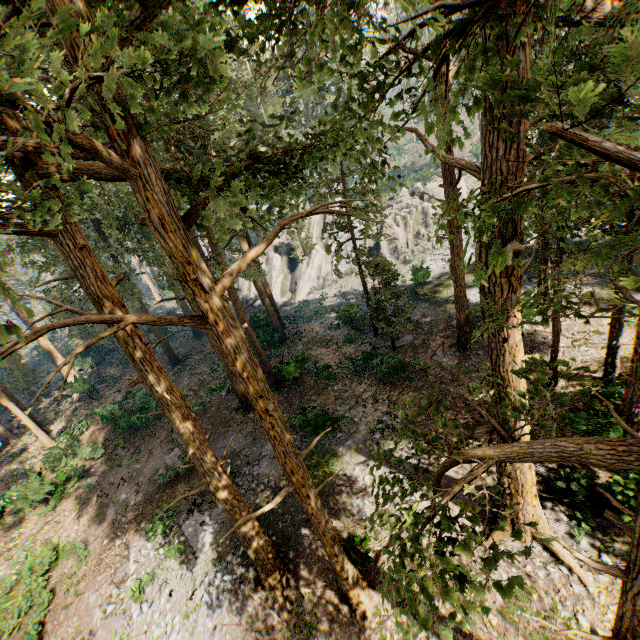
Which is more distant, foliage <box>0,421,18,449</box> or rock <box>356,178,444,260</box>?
rock <box>356,178,444,260</box>

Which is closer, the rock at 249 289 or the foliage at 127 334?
the foliage at 127 334

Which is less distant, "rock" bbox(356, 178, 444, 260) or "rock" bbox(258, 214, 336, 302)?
"rock" bbox(356, 178, 444, 260)

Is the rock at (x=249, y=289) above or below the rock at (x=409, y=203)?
below

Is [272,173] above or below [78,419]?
above

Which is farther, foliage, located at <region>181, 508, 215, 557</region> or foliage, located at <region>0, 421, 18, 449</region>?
foliage, located at <region>0, 421, 18, 449</region>

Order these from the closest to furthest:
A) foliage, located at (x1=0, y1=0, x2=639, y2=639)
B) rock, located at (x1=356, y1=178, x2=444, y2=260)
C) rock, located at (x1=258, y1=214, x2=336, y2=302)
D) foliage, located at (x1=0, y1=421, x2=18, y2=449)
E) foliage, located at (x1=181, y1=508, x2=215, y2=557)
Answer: foliage, located at (x1=0, y1=0, x2=639, y2=639) < foliage, located at (x1=181, y1=508, x2=215, y2=557) < foliage, located at (x1=0, y1=421, x2=18, y2=449) < rock, located at (x1=356, y1=178, x2=444, y2=260) < rock, located at (x1=258, y1=214, x2=336, y2=302)
